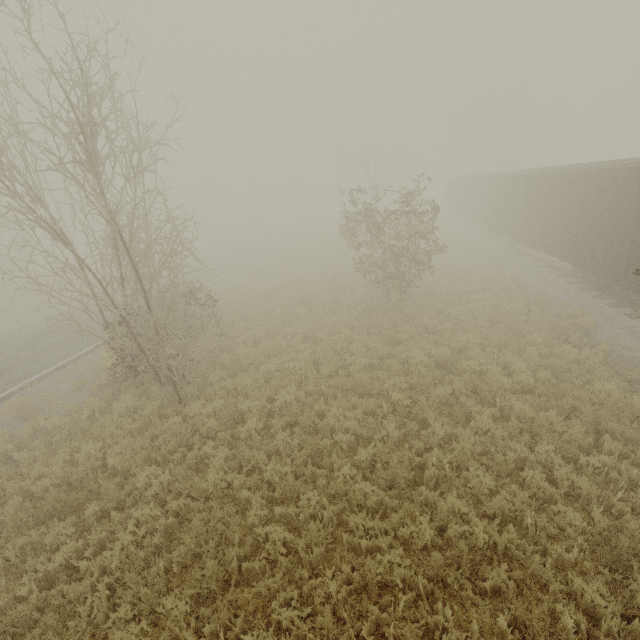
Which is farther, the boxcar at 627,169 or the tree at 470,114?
the tree at 470,114

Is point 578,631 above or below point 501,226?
below

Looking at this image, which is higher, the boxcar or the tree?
the tree

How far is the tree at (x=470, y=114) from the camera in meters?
44.8

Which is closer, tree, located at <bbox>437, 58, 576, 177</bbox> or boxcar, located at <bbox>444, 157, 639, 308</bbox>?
boxcar, located at <bbox>444, 157, 639, 308</bbox>

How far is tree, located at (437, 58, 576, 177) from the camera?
44.8 meters
